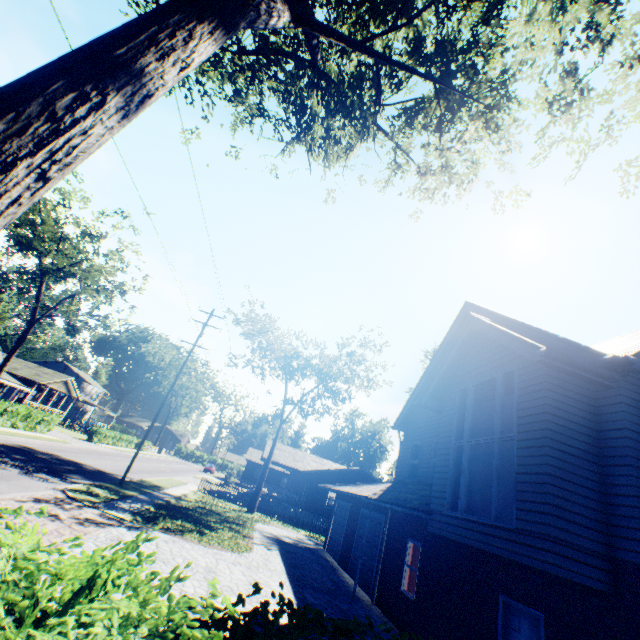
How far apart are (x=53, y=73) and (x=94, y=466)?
27.01m

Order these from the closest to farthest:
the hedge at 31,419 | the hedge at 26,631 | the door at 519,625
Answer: the hedge at 26,631 → the door at 519,625 → the hedge at 31,419

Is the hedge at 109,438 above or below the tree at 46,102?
below

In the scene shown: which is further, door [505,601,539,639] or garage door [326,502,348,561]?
garage door [326,502,348,561]

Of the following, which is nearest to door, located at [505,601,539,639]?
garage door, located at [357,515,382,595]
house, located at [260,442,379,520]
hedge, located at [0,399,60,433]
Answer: garage door, located at [357,515,382,595]

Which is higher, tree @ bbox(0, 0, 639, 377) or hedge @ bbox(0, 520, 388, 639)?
tree @ bbox(0, 0, 639, 377)

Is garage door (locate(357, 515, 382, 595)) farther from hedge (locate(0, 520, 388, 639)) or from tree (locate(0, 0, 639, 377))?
tree (locate(0, 0, 639, 377))

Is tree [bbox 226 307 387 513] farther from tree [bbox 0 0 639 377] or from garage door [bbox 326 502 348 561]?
tree [bbox 0 0 639 377]
